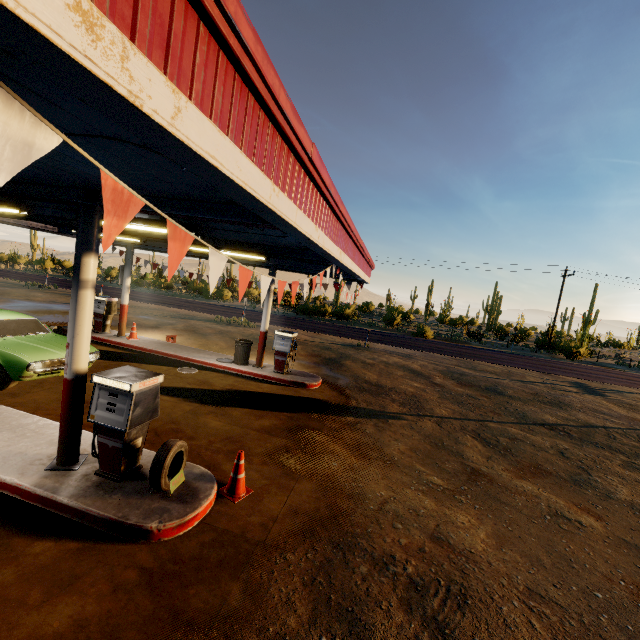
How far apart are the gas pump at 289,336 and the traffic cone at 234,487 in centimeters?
619cm

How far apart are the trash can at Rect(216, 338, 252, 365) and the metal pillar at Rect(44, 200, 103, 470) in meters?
6.8 m

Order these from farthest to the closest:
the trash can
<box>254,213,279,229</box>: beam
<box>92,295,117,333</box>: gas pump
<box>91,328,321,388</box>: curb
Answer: <box>92,295,117,333</box>: gas pump
the trash can
<box>91,328,321,388</box>: curb
<box>254,213,279,229</box>: beam

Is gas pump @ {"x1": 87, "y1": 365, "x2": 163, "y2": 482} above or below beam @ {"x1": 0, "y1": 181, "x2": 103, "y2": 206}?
below

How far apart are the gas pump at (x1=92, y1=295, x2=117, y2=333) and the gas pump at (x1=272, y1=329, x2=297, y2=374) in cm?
742

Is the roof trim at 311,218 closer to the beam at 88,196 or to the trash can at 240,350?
the beam at 88,196

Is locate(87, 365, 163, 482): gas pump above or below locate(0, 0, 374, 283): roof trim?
below

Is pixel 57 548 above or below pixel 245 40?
below
